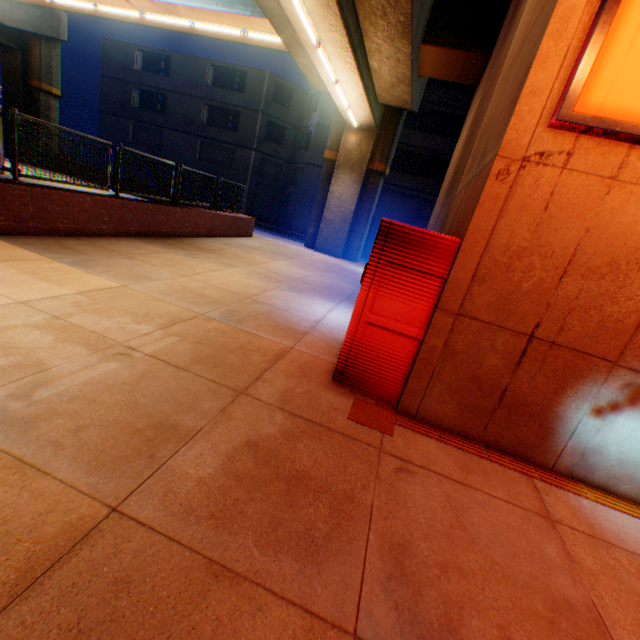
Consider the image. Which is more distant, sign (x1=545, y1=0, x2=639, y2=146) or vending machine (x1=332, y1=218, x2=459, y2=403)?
vending machine (x1=332, y1=218, x2=459, y2=403)

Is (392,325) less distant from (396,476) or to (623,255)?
(396,476)

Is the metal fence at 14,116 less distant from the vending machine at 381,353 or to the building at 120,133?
the vending machine at 381,353

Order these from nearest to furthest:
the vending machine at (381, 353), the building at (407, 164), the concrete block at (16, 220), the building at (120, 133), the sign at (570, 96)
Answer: the sign at (570, 96)
the vending machine at (381, 353)
the concrete block at (16, 220)
the building at (407, 164)
the building at (120, 133)

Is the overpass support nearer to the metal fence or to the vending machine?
the metal fence

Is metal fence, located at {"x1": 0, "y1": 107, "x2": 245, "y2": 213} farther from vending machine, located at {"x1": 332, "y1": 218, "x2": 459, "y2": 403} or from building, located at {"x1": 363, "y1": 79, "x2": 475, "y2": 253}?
building, located at {"x1": 363, "y1": 79, "x2": 475, "y2": 253}

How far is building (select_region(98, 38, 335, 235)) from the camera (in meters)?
27.12

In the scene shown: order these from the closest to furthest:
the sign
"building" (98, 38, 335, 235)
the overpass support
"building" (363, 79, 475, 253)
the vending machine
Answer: the sign → the vending machine → the overpass support → "building" (363, 79, 475, 253) → "building" (98, 38, 335, 235)
